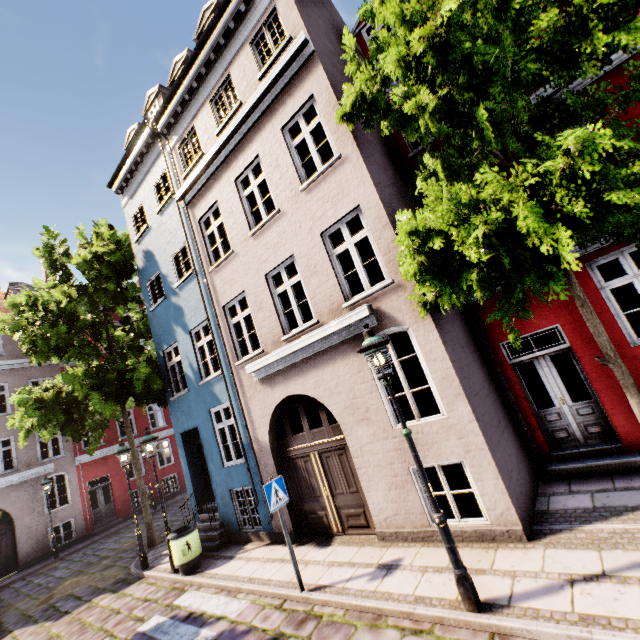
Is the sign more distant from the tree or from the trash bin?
the tree

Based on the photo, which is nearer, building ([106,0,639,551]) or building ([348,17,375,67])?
building ([106,0,639,551])

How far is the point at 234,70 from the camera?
8.90m

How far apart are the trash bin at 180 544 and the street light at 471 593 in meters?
7.1 m

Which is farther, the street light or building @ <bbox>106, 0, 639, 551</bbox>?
building @ <bbox>106, 0, 639, 551</bbox>

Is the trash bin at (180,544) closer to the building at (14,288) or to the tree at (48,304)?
the building at (14,288)

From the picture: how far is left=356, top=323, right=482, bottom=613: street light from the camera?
4.0 meters

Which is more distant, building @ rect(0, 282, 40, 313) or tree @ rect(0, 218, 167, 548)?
building @ rect(0, 282, 40, 313)
